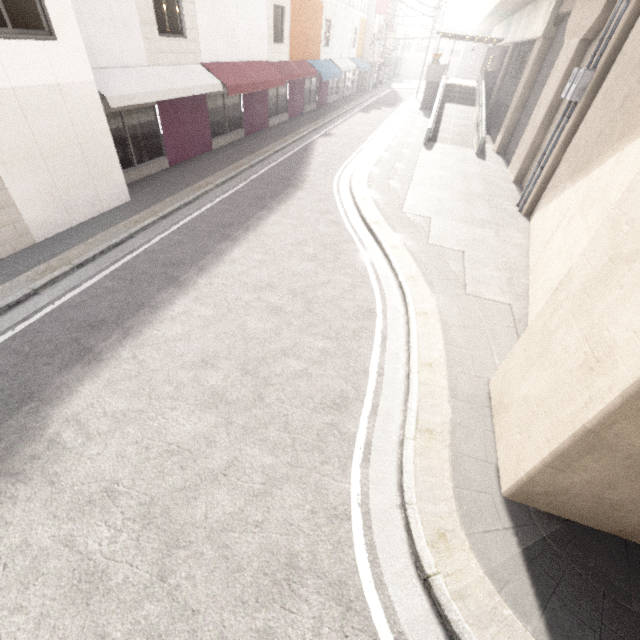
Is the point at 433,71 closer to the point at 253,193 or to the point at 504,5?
the point at 504,5

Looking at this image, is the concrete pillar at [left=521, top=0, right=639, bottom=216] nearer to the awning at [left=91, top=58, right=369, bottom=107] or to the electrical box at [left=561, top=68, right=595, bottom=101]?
the electrical box at [left=561, top=68, right=595, bottom=101]

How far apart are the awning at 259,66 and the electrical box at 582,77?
11.7 meters

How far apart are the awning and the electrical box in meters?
11.7

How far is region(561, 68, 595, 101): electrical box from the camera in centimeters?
917cm

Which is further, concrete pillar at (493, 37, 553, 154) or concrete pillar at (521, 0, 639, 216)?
concrete pillar at (493, 37, 553, 154)

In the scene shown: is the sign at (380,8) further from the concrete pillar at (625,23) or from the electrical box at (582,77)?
the electrical box at (582,77)

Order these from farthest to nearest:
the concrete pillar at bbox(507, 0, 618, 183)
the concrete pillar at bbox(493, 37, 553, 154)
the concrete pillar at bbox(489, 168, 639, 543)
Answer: the concrete pillar at bbox(493, 37, 553, 154) < the concrete pillar at bbox(507, 0, 618, 183) < the concrete pillar at bbox(489, 168, 639, 543)
